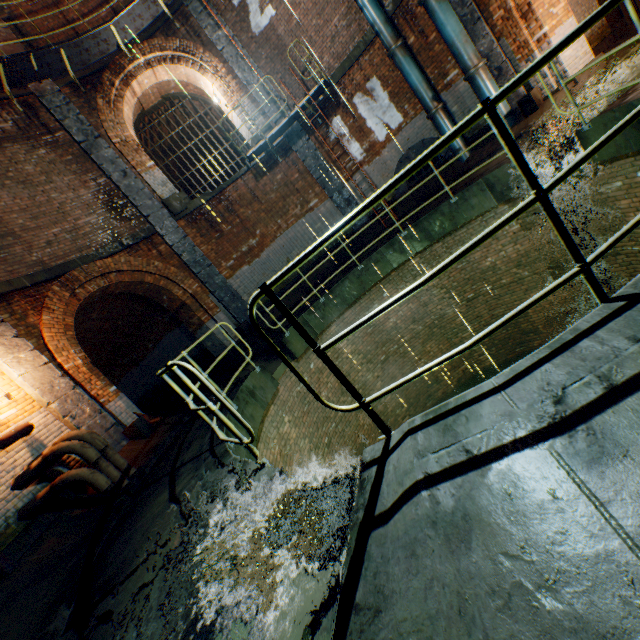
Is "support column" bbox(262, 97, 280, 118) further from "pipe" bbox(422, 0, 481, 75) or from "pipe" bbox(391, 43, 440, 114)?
"pipe" bbox(391, 43, 440, 114)

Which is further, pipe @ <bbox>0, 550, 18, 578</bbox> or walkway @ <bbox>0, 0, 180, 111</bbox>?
walkway @ <bbox>0, 0, 180, 111</bbox>

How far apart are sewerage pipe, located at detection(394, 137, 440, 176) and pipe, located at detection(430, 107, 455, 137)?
0.2m

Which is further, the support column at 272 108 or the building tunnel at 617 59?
the support column at 272 108

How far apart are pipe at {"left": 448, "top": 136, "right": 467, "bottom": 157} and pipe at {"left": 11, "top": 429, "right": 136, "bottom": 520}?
11.3 meters

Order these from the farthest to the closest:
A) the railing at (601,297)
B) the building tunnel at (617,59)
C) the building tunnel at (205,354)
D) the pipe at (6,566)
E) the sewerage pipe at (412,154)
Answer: the building tunnel at (205,354) < the sewerage pipe at (412,154) < the building tunnel at (617,59) < the pipe at (6,566) < the railing at (601,297)

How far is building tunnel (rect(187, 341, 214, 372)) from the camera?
12.3 meters

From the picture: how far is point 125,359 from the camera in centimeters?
1511cm
